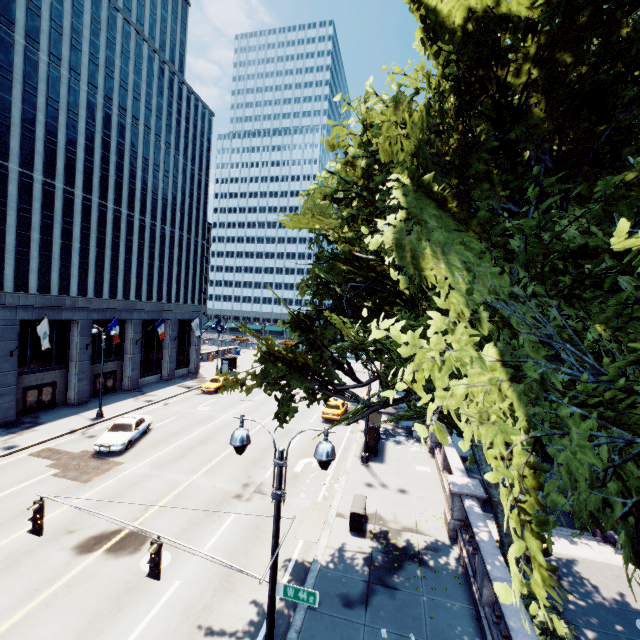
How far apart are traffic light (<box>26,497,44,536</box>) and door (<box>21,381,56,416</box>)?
23.6 meters

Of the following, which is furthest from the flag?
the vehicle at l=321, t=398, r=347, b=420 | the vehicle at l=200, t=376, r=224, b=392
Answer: the vehicle at l=321, t=398, r=347, b=420

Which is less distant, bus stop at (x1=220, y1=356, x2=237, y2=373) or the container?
the container

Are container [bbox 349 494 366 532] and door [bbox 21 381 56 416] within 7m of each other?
no

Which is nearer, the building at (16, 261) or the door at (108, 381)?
the building at (16, 261)

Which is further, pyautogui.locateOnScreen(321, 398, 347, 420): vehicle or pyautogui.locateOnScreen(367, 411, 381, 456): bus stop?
pyautogui.locateOnScreen(321, 398, 347, 420): vehicle

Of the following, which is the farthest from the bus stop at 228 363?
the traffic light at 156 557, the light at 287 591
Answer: the traffic light at 156 557

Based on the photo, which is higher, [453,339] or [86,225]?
[86,225]
